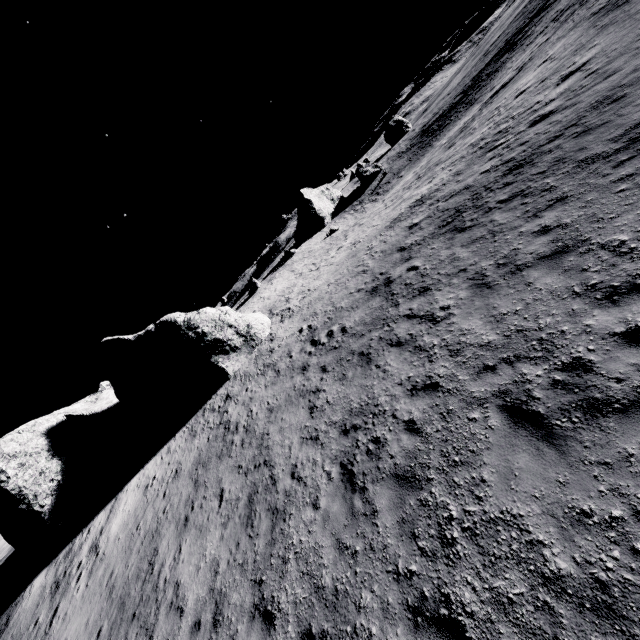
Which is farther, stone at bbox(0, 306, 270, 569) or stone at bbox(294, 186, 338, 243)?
stone at bbox(294, 186, 338, 243)

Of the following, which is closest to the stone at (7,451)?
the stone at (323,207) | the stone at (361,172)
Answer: the stone at (323,207)

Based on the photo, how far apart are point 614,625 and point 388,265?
13.0m

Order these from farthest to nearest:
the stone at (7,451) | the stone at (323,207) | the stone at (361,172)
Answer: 1. the stone at (361,172)
2. the stone at (323,207)
3. the stone at (7,451)

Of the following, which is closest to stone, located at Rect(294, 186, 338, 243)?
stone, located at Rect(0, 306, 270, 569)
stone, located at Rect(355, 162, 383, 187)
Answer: stone, located at Rect(355, 162, 383, 187)

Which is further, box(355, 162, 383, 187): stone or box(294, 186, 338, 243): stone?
box(355, 162, 383, 187): stone

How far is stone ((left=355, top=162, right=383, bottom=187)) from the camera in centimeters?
5709cm
